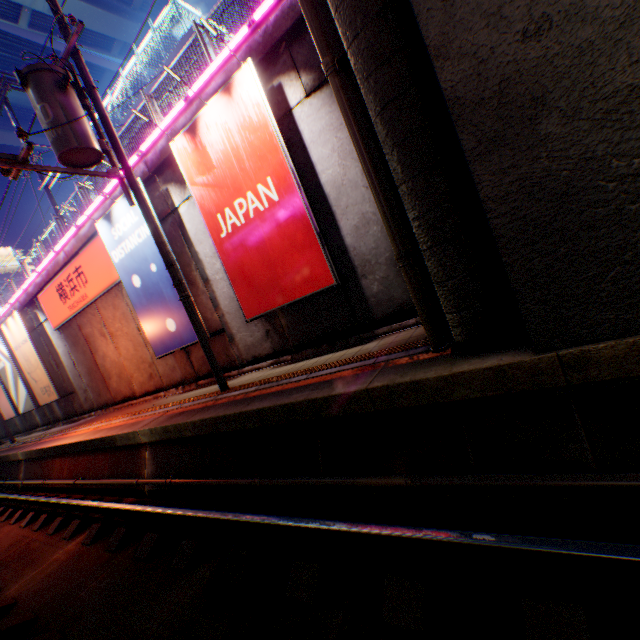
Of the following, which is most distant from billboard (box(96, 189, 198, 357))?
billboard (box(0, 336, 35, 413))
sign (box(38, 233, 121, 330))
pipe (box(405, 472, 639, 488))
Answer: billboard (box(0, 336, 35, 413))

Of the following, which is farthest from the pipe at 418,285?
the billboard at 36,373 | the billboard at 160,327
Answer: the billboard at 36,373

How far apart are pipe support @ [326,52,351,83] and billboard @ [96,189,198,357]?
6.0m

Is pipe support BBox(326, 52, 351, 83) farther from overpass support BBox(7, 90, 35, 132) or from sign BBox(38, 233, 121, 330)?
sign BBox(38, 233, 121, 330)

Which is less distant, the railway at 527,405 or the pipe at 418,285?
the railway at 527,405

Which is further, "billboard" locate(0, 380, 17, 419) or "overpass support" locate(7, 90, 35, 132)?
"overpass support" locate(7, 90, 35, 132)

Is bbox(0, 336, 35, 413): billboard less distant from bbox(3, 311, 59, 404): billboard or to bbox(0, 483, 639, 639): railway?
bbox(3, 311, 59, 404): billboard

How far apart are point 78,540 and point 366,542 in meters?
6.0
